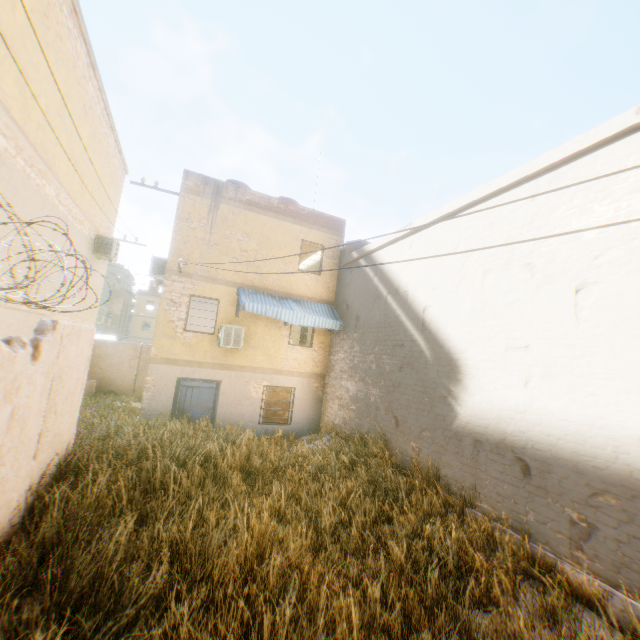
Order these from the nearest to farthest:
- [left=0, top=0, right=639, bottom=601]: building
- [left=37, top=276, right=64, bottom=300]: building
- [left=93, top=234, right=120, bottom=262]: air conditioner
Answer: [left=0, top=0, right=639, bottom=601]: building → [left=37, top=276, right=64, bottom=300]: building → [left=93, top=234, right=120, bottom=262]: air conditioner

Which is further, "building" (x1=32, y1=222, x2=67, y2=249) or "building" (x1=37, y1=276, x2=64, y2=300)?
"building" (x1=37, y1=276, x2=64, y2=300)

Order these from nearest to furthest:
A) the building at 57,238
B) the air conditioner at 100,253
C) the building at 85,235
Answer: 1. the building at 85,235
2. the building at 57,238
3. the air conditioner at 100,253

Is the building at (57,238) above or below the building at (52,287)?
above

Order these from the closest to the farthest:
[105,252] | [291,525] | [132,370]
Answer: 1. [291,525]
2. [105,252]
3. [132,370]

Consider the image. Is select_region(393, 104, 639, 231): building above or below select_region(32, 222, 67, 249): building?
above
